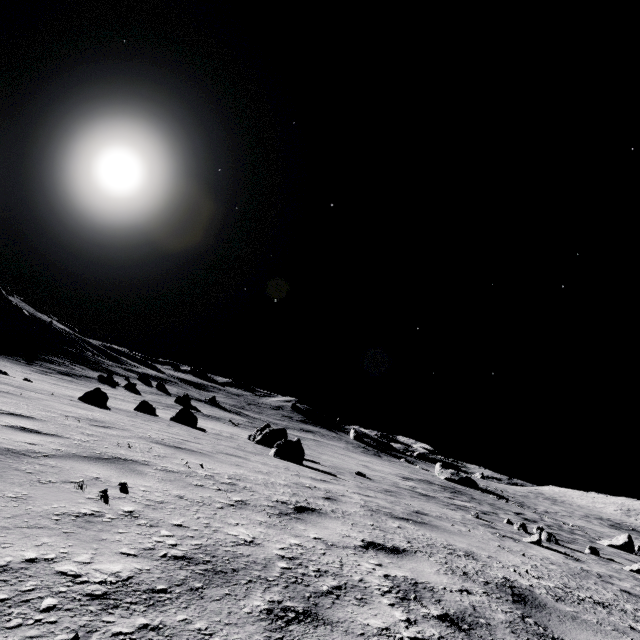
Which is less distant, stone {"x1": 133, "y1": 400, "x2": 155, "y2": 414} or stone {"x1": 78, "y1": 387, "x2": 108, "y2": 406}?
stone {"x1": 78, "y1": 387, "x2": 108, "y2": 406}

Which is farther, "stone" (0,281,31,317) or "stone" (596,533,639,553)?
"stone" (0,281,31,317)

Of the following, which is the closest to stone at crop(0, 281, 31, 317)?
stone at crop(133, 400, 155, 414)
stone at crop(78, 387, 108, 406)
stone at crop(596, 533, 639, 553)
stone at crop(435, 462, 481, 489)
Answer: stone at crop(133, 400, 155, 414)

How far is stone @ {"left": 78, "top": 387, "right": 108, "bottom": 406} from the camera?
11.5 meters

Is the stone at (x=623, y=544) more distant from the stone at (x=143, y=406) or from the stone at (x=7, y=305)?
the stone at (x=7, y=305)

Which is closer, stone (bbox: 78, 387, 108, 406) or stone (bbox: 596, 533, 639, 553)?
stone (bbox: 78, 387, 108, 406)

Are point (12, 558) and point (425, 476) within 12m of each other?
no

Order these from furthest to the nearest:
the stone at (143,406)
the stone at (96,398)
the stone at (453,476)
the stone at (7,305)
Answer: the stone at (453,476) < the stone at (7,305) < the stone at (143,406) < the stone at (96,398)
